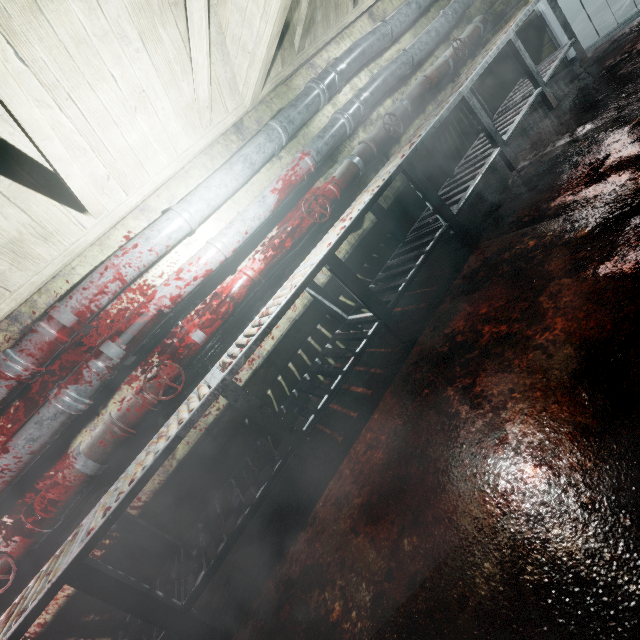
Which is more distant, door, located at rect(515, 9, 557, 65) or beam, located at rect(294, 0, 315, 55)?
door, located at rect(515, 9, 557, 65)

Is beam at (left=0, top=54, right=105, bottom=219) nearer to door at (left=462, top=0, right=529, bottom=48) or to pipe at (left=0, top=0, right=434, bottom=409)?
pipe at (left=0, top=0, right=434, bottom=409)

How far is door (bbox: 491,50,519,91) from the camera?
4.1m

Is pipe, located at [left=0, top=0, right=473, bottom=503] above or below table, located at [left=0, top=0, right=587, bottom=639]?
above

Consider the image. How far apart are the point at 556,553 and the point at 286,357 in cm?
208

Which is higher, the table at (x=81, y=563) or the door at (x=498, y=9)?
the door at (x=498, y=9)

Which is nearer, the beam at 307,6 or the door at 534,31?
the beam at 307,6
